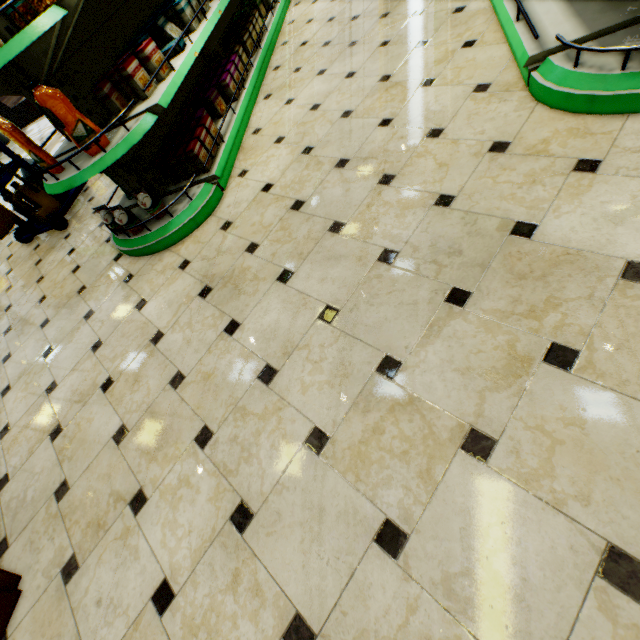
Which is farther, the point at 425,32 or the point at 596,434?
the point at 425,32

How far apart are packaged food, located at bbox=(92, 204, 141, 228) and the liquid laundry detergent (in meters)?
2.10

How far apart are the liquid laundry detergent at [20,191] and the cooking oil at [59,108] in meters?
2.4 m

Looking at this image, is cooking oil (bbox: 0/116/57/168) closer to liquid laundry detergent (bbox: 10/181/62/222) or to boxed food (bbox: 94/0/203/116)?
boxed food (bbox: 94/0/203/116)

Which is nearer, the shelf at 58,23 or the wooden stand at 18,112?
the shelf at 58,23

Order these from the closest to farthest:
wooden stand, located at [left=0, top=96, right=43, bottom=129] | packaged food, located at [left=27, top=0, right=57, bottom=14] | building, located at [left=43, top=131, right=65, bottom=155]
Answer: packaged food, located at [left=27, top=0, right=57, bottom=14] < building, located at [left=43, top=131, right=65, bottom=155] < wooden stand, located at [left=0, top=96, right=43, bottom=129]

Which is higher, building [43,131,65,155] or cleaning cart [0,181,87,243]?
cleaning cart [0,181,87,243]

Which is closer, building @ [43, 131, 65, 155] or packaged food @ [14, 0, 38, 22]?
packaged food @ [14, 0, 38, 22]
